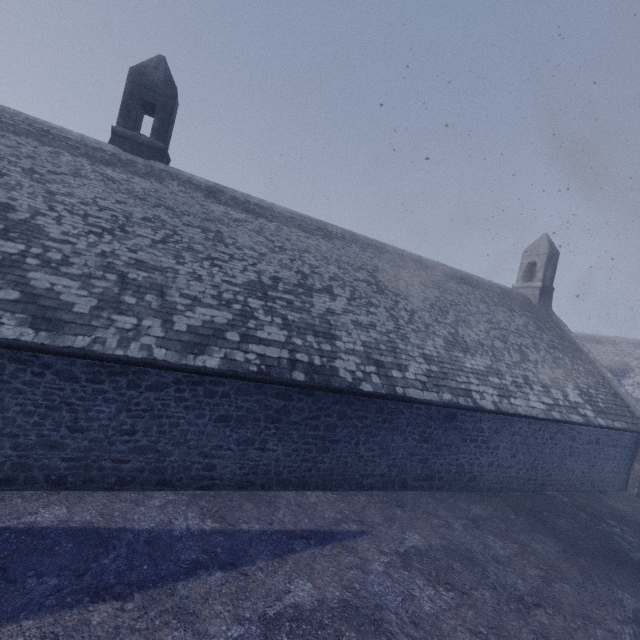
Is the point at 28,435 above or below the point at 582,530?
above
